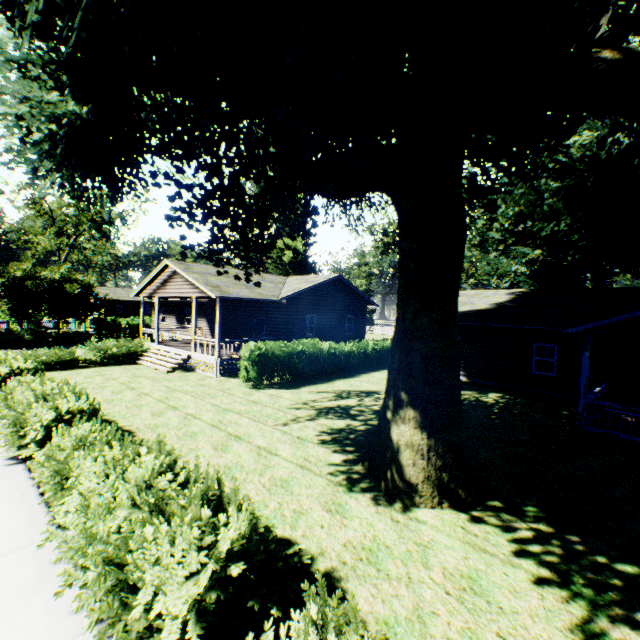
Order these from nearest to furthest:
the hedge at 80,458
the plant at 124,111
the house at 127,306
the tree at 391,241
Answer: the hedge at 80,458 < the plant at 124,111 < the tree at 391,241 < the house at 127,306

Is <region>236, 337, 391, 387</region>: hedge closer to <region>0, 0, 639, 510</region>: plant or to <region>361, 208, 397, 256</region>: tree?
<region>0, 0, 639, 510</region>: plant

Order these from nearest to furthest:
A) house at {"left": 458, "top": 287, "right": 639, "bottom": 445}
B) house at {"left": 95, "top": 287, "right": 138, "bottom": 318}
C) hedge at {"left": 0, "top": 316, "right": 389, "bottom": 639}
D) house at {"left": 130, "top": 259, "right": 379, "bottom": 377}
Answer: hedge at {"left": 0, "top": 316, "right": 389, "bottom": 639}, house at {"left": 458, "top": 287, "right": 639, "bottom": 445}, house at {"left": 130, "top": 259, "right": 379, "bottom": 377}, house at {"left": 95, "top": 287, "right": 138, "bottom": 318}

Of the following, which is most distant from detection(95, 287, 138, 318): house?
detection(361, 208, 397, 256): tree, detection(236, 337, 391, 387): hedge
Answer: detection(236, 337, 391, 387): hedge

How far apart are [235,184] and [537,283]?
58.56m

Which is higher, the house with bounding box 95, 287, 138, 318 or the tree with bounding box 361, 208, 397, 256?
the tree with bounding box 361, 208, 397, 256

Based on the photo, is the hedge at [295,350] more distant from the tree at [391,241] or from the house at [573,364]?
the tree at [391,241]

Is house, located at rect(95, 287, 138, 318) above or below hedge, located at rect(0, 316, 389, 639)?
above
